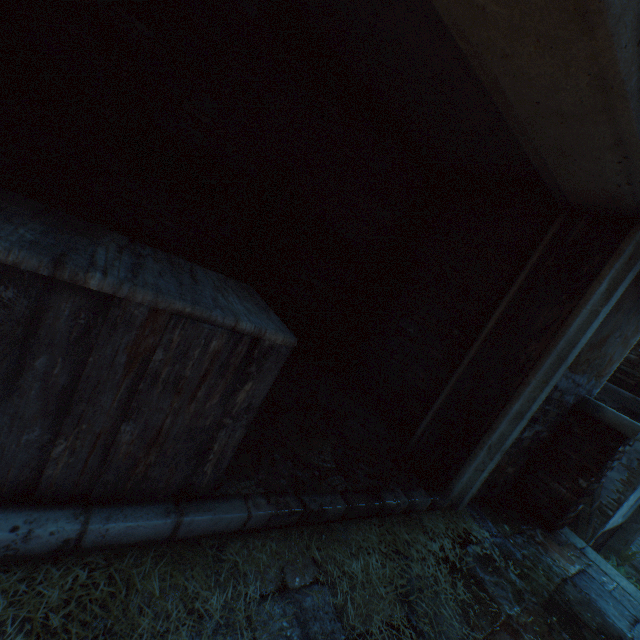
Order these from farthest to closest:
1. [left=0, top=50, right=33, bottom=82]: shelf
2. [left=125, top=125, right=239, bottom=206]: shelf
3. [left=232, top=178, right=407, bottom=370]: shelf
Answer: [left=232, top=178, right=407, bottom=370]: shelf
[left=125, top=125, right=239, bottom=206]: shelf
[left=0, top=50, right=33, bottom=82]: shelf

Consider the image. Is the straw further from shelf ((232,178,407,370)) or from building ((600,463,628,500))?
shelf ((232,178,407,370))

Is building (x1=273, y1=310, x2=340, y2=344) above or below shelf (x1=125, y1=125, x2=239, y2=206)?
below

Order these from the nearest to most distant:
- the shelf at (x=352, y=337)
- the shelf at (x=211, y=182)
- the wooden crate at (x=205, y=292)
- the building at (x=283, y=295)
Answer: the wooden crate at (x=205, y=292)
the shelf at (x=211, y=182)
the shelf at (x=352, y=337)
the building at (x=283, y=295)

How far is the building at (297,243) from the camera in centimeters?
393cm

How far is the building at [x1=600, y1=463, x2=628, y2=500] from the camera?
6.00m

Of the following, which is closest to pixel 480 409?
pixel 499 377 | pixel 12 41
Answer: pixel 499 377

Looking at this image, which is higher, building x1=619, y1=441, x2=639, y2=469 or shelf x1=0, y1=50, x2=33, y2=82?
shelf x1=0, y1=50, x2=33, y2=82
